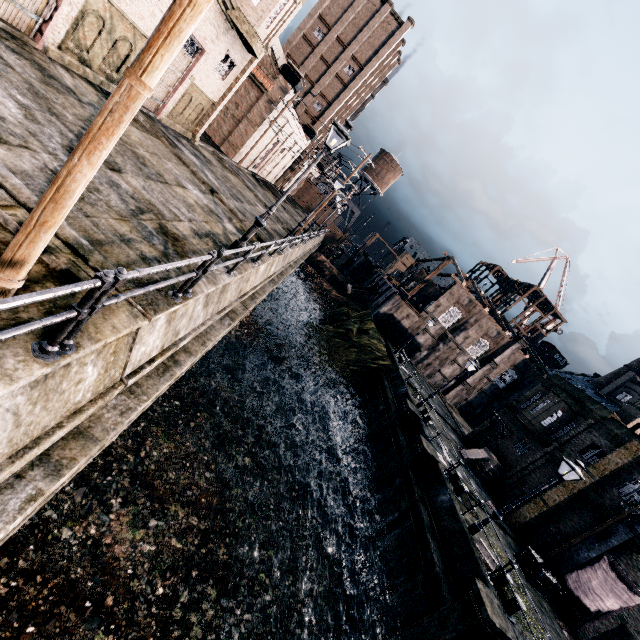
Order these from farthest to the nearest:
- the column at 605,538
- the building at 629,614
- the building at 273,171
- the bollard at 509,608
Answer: the building at 273,171 < the column at 605,538 < the building at 629,614 < the bollard at 509,608

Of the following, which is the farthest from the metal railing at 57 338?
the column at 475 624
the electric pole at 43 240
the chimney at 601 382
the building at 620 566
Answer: the chimney at 601 382

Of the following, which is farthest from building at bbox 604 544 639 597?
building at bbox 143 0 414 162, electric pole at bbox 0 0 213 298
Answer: building at bbox 143 0 414 162

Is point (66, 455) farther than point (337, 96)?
No

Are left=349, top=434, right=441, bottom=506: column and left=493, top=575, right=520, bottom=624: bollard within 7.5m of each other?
yes

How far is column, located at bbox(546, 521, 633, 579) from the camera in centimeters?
1753cm

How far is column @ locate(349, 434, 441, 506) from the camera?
19.60m

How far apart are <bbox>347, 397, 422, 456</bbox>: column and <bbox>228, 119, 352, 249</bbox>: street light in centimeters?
1765cm
